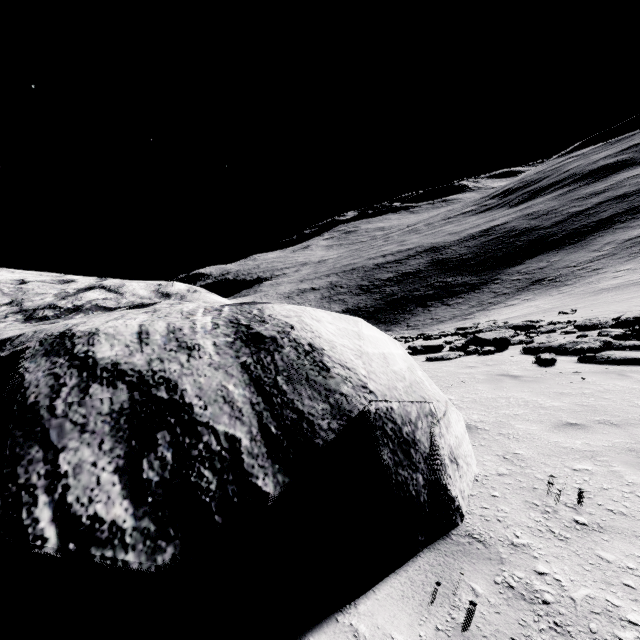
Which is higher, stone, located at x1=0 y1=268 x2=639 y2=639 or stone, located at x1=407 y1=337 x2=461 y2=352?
stone, located at x1=0 y1=268 x2=639 y2=639

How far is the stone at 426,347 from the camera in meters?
11.7

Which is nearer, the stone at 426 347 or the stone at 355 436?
the stone at 355 436

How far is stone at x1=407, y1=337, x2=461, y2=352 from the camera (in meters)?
11.74

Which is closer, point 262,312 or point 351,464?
point 351,464

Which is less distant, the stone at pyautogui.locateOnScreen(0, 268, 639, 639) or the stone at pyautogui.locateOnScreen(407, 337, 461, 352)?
the stone at pyautogui.locateOnScreen(0, 268, 639, 639)
